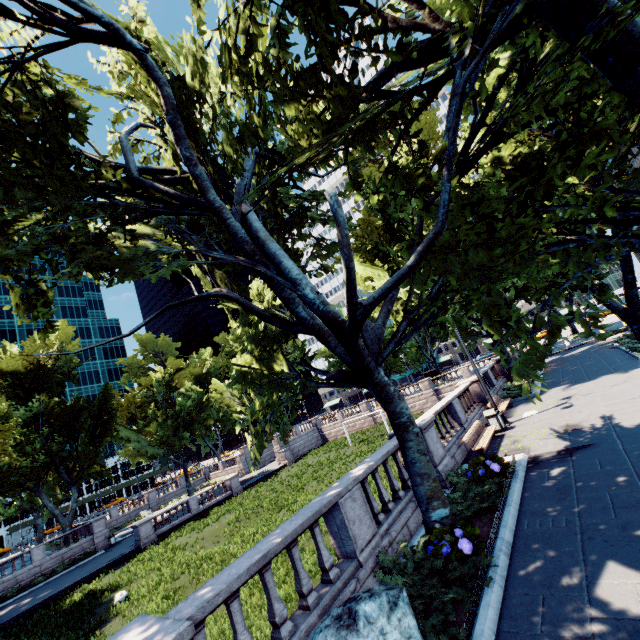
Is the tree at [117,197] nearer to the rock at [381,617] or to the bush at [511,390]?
the bush at [511,390]

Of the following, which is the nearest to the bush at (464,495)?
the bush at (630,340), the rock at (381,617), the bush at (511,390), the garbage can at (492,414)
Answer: the rock at (381,617)

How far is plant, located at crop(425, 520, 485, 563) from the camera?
6.2 meters

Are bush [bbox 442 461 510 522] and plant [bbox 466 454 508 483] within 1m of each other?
yes

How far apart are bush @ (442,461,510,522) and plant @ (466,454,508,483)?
0.0 meters

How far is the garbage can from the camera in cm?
1465

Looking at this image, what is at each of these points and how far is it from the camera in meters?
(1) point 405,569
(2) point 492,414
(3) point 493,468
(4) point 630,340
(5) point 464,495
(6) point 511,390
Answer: (1) bush, 6.5
(2) garbage can, 14.8
(3) plant, 9.4
(4) bush, 22.5
(5) bush, 9.2
(6) bush, 22.1

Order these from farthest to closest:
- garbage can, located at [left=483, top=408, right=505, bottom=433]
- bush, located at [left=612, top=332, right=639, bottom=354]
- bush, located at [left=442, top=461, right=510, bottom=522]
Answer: bush, located at [left=612, top=332, right=639, bottom=354]
garbage can, located at [left=483, top=408, right=505, bottom=433]
bush, located at [left=442, top=461, right=510, bottom=522]
